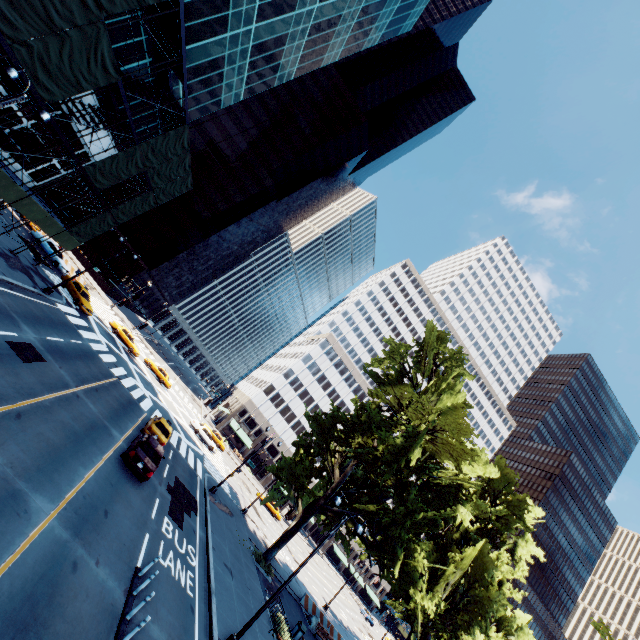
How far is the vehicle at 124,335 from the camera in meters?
39.6

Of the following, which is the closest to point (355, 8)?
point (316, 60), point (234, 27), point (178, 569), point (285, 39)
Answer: point (316, 60)

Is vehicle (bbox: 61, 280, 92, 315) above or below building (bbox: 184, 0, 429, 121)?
below

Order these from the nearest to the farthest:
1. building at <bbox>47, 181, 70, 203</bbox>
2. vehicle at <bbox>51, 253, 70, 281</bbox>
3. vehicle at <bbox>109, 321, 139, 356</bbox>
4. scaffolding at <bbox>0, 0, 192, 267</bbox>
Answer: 1. scaffolding at <bbox>0, 0, 192, 267</bbox>
2. vehicle at <bbox>51, 253, 70, 281</bbox>
3. vehicle at <bbox>109, 321, 139, 356</bbox>
4. building at <bbox>47, 181, 70, 203</bbox>

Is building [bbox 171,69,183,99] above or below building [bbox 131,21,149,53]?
above

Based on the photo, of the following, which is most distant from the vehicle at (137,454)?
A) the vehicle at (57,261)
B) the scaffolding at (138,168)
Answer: the vehicle at (57,261)

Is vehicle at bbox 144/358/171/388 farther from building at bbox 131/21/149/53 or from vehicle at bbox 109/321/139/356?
building at bbox 131/21/149/53

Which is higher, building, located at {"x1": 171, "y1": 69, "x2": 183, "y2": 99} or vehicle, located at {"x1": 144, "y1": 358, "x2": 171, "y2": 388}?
building, located at {"x1": 171, "y1": 69, "x2": 183, "y2": 99}
